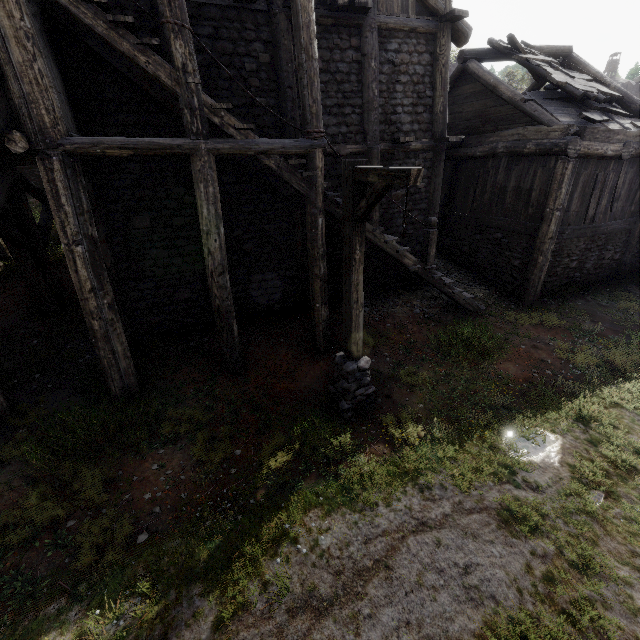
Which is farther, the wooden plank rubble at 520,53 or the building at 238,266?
the wooden plank rubble at 520,53

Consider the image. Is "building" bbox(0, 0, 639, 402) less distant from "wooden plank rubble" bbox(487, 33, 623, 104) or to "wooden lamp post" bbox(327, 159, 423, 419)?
"wooden plank rubble" bbox(487, 33, 623, 104)

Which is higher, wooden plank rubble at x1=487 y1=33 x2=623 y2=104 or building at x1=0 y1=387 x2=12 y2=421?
wooden plank rubble at x1=487 y1=33 x2=623 y2=104

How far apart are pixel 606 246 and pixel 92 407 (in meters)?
16.58

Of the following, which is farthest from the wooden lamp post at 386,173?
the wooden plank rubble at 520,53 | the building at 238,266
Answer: the wooden plank rubble at 520,53

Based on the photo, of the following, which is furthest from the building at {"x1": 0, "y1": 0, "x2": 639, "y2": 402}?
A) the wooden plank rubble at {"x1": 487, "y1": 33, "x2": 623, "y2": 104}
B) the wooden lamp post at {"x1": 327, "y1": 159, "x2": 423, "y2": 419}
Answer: the wooden lamp post at {"x1": 327, "y1": 159, "x2": 423, "y2": 419}

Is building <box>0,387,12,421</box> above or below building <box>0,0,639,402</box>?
below
